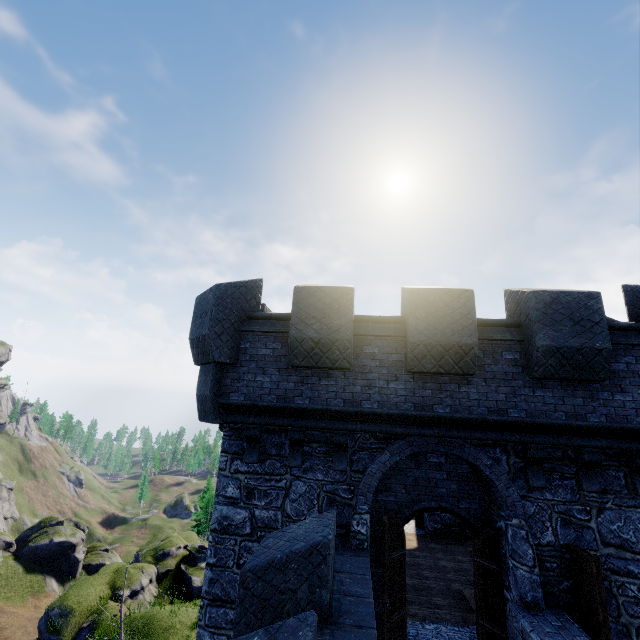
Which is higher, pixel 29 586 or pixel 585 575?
pixel 585 575

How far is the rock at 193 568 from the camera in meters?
26.9 m

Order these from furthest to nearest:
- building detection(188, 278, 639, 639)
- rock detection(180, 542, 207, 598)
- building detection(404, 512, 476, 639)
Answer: rock detection(180, 542, 207, 598) < building detection(404, 512, 476, 639) < building detection(188, 278, 639, 639)

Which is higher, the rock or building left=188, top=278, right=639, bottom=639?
building left=188, top=278, right=639, bottom=639

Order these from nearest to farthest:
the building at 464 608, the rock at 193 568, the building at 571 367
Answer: the building at 571 367 < the building at 464 608 < the rock at 193 568

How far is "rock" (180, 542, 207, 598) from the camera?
26.9m

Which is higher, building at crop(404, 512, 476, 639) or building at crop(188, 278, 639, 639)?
building at crop(188, 278, 639, 639)

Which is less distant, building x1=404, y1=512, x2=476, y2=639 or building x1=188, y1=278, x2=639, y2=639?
building x1=188, y1=278, x2=639, y2=639
